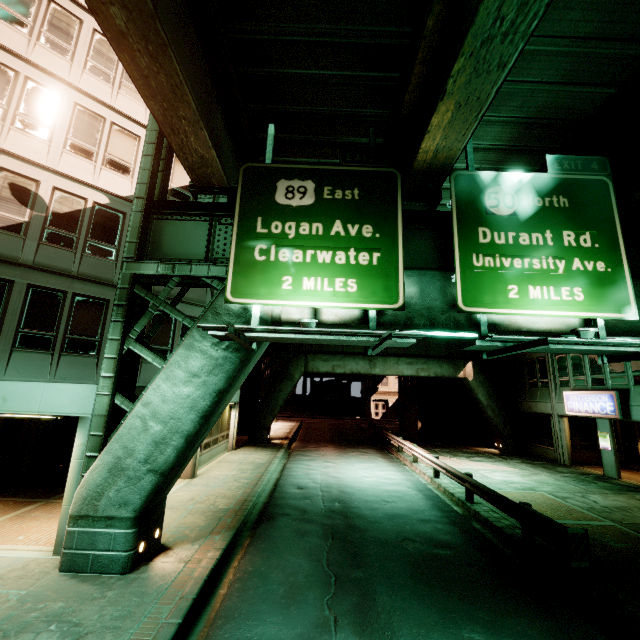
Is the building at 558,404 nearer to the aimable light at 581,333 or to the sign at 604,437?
the sign at 604,437

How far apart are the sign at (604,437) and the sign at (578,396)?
1.0m

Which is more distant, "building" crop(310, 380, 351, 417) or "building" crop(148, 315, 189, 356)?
"building" crop(310, 380, 351, 417)

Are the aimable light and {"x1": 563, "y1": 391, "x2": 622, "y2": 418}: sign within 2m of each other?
no

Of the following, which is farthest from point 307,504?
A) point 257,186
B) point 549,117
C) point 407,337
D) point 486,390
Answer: point 486,390

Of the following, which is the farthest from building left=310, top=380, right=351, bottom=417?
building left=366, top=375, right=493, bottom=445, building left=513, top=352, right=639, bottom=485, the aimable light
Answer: the aimable light

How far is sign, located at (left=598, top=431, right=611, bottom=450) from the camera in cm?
1733

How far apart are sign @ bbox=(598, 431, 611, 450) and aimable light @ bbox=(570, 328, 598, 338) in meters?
16.1
